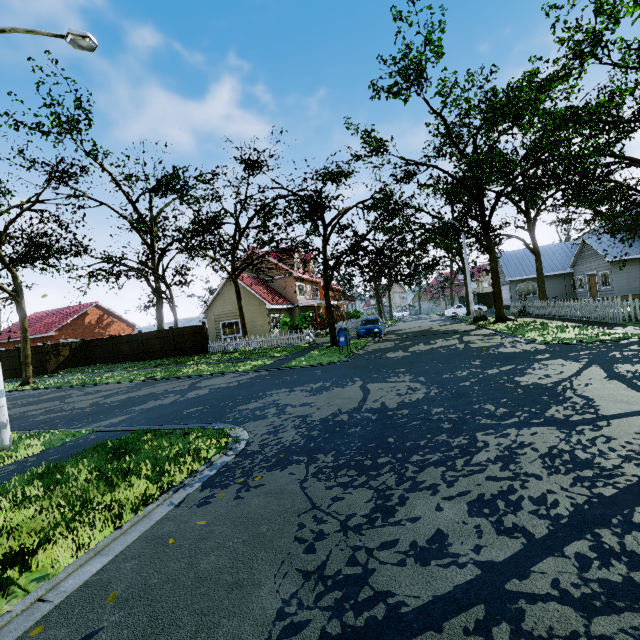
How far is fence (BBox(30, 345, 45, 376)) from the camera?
24.75m

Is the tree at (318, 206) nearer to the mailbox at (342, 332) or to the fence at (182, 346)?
the fence at (182, 346)

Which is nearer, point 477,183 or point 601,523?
point 601,523

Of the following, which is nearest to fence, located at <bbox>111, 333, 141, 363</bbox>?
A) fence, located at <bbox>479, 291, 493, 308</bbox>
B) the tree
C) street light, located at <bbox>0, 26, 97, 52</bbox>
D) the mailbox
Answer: fence, located at <bbox>479, 291, 493, 308</bbox>

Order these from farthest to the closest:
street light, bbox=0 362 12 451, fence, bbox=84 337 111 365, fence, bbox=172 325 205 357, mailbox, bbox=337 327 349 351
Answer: fence, bbox=84 337 111 365
fence, bbox=172 325 205 357
mailbox, bbox=337 327 349 351
street light, bbox=0 362 12 451

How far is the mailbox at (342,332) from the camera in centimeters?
1516cm

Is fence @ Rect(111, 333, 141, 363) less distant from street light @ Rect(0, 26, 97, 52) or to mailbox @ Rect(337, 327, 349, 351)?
street light @ Rect(0, 26, 97, 52)
